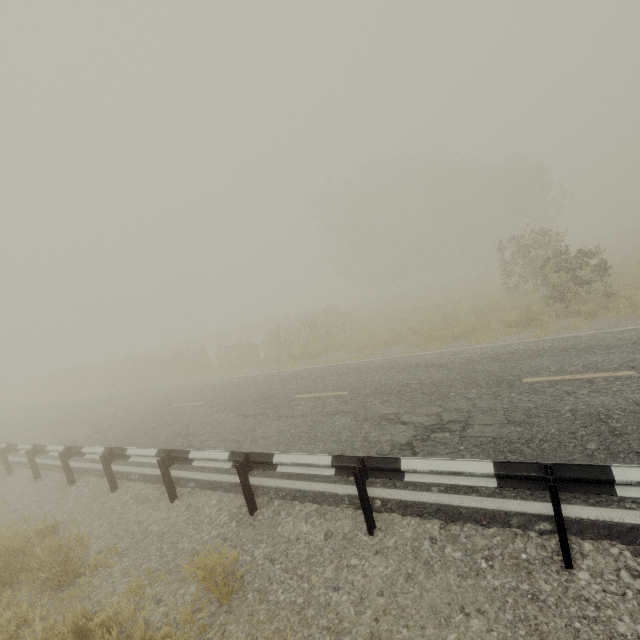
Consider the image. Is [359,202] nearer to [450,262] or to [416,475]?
[450,262]

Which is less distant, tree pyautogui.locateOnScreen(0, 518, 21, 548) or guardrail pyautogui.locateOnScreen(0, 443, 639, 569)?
guardrail pyautogui.locateOnScreen(0, 443, 639, 569)

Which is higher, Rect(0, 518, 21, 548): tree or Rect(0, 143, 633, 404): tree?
Rect(0, 143, 633, 404): tree

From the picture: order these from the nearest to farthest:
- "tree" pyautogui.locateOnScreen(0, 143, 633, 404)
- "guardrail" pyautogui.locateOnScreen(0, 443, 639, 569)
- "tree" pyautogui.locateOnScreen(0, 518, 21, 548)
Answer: "guardrail" pyautogui.locateOnScreen(0, 443, 639, 569) → "tree" pyautogui.locateOnScreen(0, 518, 21, 548) → "tree" pyautogui.locateOnScreen(0, 143, 633, 404)

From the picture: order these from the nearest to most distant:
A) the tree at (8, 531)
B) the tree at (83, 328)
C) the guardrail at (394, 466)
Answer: the guardrail at (394, 466)
the tree at (8, 531)
the tree at (83, 328)

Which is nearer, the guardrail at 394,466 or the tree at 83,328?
the guardrail at 394,466

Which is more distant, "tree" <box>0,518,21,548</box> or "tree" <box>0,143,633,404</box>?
"tree" <box>0,143,633,404</box>
